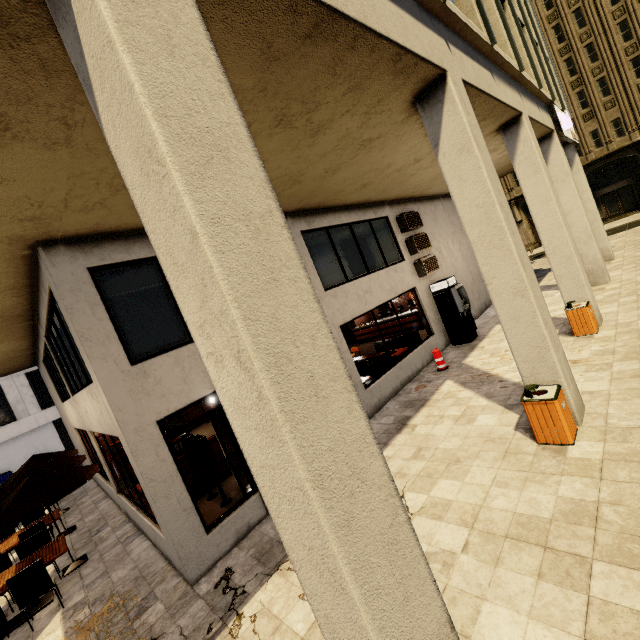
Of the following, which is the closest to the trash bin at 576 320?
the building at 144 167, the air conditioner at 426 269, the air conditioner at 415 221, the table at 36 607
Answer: the building at 144 167

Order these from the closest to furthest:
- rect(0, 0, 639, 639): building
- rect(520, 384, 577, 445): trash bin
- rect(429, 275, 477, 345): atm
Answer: rect(0, 0, 639, 639): building → rect(520, 384, 577, 445): trash bin → rect(429, 275, 477, 345): atm

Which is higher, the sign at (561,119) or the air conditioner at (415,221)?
the sign at (561,119)

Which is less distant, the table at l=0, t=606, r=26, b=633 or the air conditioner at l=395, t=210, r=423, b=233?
the table at l=0, t=606, r=26, b=633

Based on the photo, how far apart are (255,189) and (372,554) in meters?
2.2

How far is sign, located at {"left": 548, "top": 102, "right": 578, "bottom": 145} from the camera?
11.7 meters

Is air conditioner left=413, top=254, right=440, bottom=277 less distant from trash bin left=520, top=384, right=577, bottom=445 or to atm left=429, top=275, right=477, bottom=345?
atm left=429, top=275, right=477, bottom=345

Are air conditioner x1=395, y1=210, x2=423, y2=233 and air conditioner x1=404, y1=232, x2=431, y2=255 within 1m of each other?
yes
